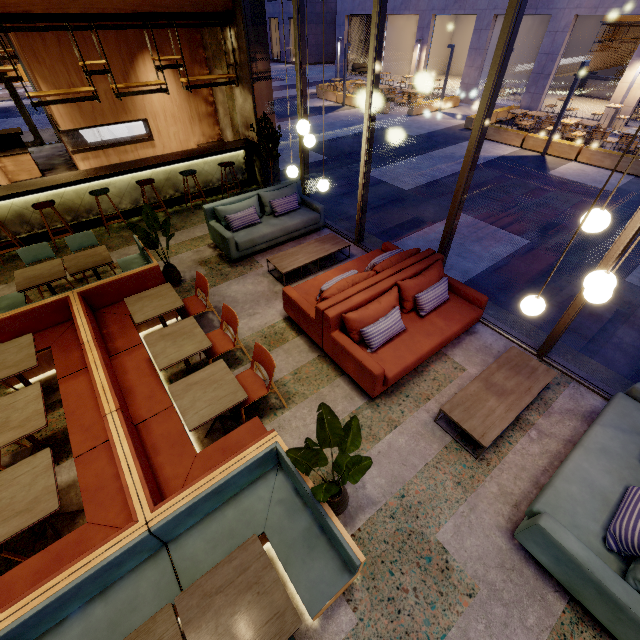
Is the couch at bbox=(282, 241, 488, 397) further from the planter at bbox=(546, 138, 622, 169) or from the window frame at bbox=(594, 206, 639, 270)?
the planter at bbox=(546, 138, 622, 169)

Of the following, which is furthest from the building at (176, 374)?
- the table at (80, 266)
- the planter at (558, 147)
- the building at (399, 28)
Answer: the building at (399, 28)

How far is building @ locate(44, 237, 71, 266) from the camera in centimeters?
677cm

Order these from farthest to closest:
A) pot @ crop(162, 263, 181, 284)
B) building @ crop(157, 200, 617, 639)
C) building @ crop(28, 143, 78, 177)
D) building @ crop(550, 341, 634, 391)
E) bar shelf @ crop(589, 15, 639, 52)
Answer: bar shelf @ crop(589, 15, 639, 52)
building @ crop(28, 143, 78, 177)
pot @ crop(162, 263, 181, 284)
building @ crop(550, 341, 634, 391)
building @ crop(157, 200, 617, 639)

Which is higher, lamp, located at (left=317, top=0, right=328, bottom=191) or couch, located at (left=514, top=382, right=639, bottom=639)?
lamp, located at (left=317, top=0, right=328, bottom=191)

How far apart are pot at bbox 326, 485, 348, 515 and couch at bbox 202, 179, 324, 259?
4.6 meters

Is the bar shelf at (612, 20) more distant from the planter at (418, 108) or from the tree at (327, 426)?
the tree at (327, 426)

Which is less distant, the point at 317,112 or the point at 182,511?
the point at 182,511
